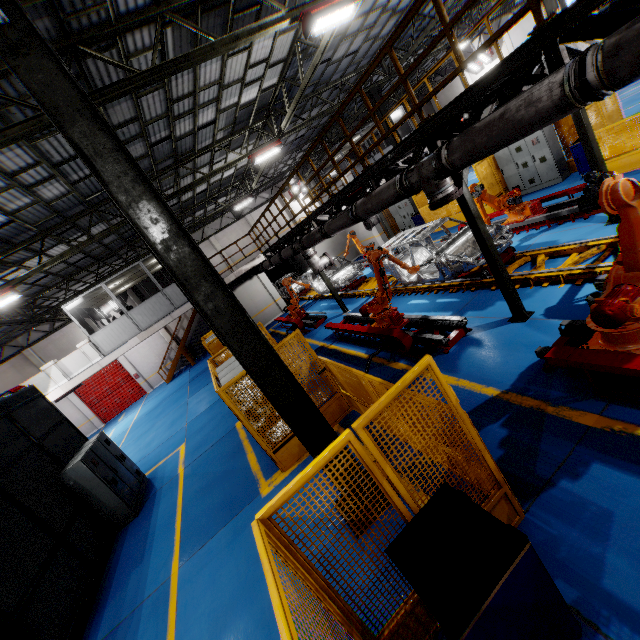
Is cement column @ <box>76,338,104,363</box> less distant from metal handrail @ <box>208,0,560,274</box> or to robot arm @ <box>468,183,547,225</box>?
metal handrail @ <box>208,0,560,274</box>

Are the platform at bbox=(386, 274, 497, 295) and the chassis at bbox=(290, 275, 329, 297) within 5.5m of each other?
yes

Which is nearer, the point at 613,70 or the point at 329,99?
the point at 613,70

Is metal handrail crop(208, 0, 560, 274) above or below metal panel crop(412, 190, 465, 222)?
above

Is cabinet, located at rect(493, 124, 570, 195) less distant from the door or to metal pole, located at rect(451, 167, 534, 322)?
metal pole, located at rect(451, 167, 534, 322)

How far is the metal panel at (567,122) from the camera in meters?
11.7 m

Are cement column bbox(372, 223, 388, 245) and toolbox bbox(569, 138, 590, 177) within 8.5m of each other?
no

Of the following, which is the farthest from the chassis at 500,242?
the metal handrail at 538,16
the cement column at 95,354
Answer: the cement column at 95,354
